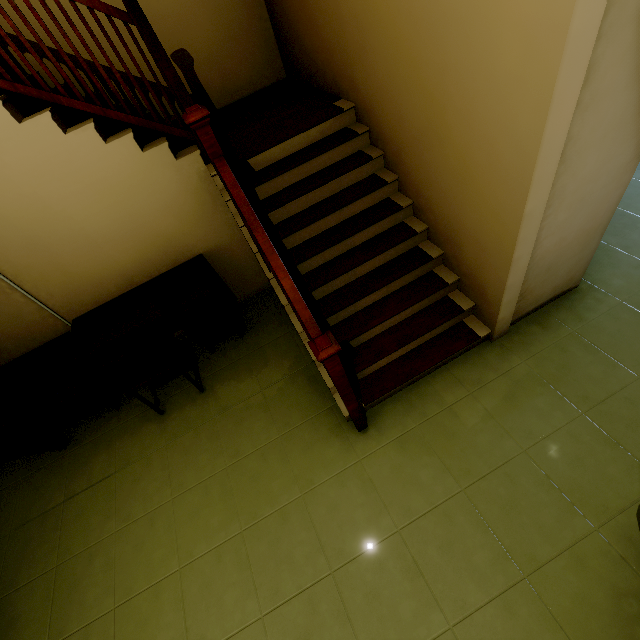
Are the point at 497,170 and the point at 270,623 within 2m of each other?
no

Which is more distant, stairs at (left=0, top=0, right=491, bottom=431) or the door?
the door

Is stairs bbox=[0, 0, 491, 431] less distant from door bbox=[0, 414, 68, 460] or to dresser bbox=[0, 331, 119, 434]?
dresser bbox=[0, 331, 119, 434]

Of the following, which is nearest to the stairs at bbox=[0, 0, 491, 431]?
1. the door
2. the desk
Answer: the desk

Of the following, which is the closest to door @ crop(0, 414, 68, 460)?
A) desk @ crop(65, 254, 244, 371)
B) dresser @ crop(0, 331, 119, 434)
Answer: dresser @ crop(0, 331, 119, 434)

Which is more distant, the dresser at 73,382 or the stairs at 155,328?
the stairs at 155,328

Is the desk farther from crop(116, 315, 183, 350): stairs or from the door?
the door

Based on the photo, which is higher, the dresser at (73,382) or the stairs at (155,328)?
the dresser at (73,382)
